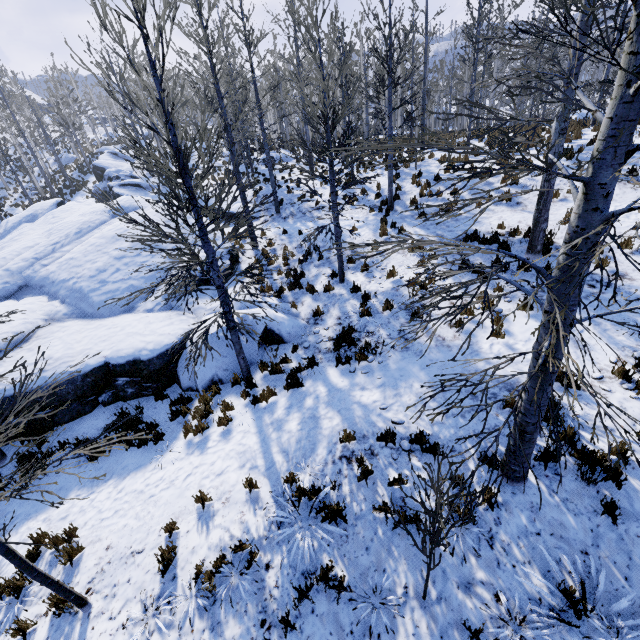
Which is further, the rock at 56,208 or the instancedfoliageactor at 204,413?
the rock at 56,208

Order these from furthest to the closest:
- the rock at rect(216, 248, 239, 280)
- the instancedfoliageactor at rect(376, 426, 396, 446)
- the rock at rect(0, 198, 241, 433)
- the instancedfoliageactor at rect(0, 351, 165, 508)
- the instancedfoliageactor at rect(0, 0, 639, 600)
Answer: the rock at rect(216, 248, 239, 280), the rock at rect(0, 198, 241, 433), the instancedfoliageactor at rect(376, 426, 396, 446), the instancedfoliageactor at rect(0, 351, 165, 508), the instancedfoliageactor at rect(0, 0, 639, 600)

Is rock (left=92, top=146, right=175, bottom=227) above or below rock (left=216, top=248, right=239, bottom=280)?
above

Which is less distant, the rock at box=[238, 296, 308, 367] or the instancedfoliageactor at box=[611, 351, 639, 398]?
the instancedfoliageactor at box=[611, 351, 639, 398]

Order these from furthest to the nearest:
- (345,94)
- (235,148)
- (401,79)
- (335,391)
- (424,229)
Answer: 1. (345,94)
2. (401,79)
3. (235,148)
4. (424,229)
5. (335,391)

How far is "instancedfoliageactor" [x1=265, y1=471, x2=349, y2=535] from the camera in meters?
4.8 m

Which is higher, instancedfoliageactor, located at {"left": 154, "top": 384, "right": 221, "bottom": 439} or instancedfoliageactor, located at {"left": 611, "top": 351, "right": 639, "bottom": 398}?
instancedfoliageactor, located at {"left": 611, "top": 351, "right": 639, "bottom": 398}
